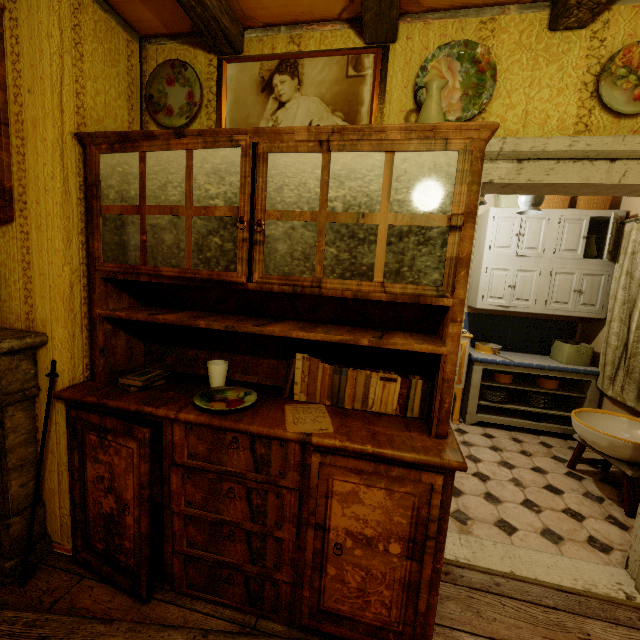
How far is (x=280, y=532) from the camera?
1.41m

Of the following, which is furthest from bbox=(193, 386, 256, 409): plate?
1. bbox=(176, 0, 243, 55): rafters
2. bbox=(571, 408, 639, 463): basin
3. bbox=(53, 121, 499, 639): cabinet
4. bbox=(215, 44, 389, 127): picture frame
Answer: bbox=(571, 408, 639, 463): basin

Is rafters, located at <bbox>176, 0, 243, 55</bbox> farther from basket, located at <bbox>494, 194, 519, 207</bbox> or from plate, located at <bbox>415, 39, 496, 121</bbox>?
basket, located at <bbox>494, 194, 519, 207</bbox>

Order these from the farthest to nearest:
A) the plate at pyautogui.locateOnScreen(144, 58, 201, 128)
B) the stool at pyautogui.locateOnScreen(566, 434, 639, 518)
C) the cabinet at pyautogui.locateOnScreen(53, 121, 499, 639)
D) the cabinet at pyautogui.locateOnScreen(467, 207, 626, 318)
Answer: the cabinet at pyautogui.locateOnScreen(467, 207, 626, 318), the stool at pyautogui.locateOnScreen(566, 434, 639, 518), the plate at pyautogui.locateOnScreen(144, 58, 201, 128), the cabinet at pyautogui.locateOnScreen(53, 121, 499, 639)

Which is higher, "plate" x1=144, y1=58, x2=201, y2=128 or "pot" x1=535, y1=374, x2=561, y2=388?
"plate" x1=144, y1=58, x2=201, y2=128

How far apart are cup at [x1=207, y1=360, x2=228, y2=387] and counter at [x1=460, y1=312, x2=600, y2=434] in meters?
2.9

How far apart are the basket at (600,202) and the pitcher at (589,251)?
0.31m

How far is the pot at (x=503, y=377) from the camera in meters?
3.7
